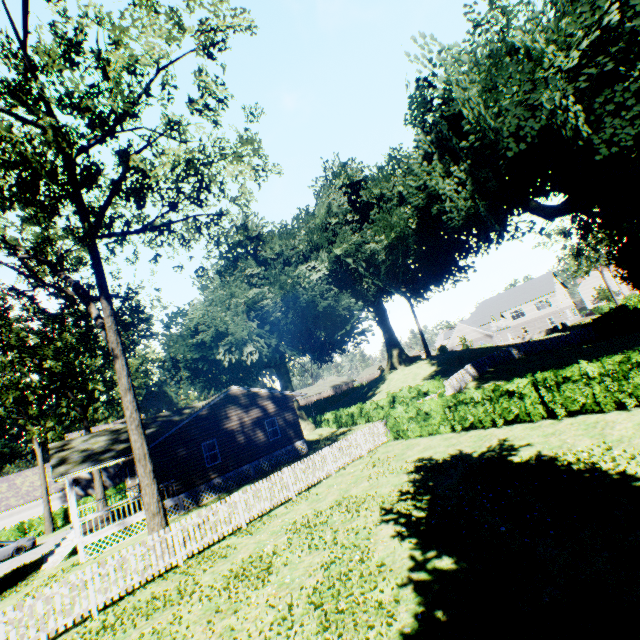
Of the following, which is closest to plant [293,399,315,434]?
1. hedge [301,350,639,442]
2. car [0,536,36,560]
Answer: hedge [301,350,639,442]

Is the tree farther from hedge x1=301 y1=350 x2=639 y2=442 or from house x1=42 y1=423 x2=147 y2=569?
house x1=42 y1=423 x2=147 y2=569

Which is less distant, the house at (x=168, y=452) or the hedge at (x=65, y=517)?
the house at (x=168, y=452)

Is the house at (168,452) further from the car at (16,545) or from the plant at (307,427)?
the car at (16,545)

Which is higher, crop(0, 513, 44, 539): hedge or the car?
crop(0, 513, 44, 539): hedge

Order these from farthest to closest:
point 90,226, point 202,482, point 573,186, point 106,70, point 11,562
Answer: point 11,562 → point 202,482 → point 573,186 → point 90,226 → point 106,70

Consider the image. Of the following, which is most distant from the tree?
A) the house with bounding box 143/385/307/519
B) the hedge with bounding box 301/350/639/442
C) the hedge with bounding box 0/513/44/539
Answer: the hedge with bounding box 0/513/44/539

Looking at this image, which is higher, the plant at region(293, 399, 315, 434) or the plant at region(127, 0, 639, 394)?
the plant at region(127, 0, 639, 394)
